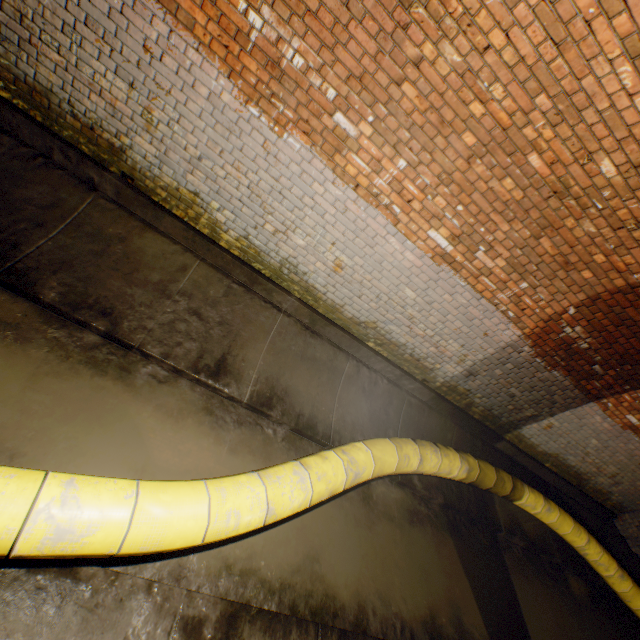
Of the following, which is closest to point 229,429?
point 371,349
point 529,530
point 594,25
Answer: point 371,349

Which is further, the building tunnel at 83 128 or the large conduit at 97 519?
the building tunnel at 83 128

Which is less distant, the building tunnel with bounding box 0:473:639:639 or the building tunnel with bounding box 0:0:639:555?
the building tunnel with bounding box 0:473:639:639

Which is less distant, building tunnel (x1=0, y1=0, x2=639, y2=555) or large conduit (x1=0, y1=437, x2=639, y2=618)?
large conduit (x1=0, y1=437, x2=639, y2=618)

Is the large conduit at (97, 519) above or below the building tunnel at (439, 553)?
above

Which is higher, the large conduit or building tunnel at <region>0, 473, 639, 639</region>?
the large conduit
